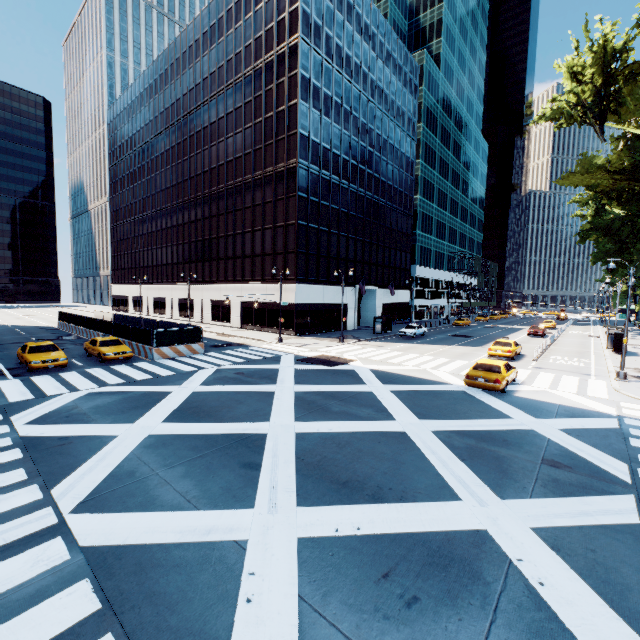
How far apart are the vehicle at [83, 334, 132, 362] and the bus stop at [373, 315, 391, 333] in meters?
26.7 m

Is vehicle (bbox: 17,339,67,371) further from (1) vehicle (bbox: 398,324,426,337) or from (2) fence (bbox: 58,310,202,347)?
(1) vehicle (bbox: 398,324,426,337)

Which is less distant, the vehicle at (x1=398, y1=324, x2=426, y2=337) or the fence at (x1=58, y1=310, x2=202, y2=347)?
the fence at (x1=58, y1=310, x2=202, y2=347)

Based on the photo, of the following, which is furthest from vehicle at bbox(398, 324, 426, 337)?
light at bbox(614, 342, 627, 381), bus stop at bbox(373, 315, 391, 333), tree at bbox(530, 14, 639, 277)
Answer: tree at bbox(530, 14, 639, 277)

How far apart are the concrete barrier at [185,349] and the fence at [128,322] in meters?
0.0 m

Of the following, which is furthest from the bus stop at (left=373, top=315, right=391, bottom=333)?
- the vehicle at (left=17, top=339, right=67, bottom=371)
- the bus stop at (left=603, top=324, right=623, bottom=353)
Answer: the vehicle at (left=17, top=339, right=67, bottom=371)

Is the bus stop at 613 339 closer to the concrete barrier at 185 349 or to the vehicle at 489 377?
the vehicle at 489 377

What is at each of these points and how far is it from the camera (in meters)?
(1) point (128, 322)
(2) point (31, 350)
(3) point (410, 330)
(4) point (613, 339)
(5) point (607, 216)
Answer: (1) fence, 36.44
(2) vehicle, 19.70
(3) vehicle, 38.88
(4) bus stop, 31.22
(5) tree, 19.95
